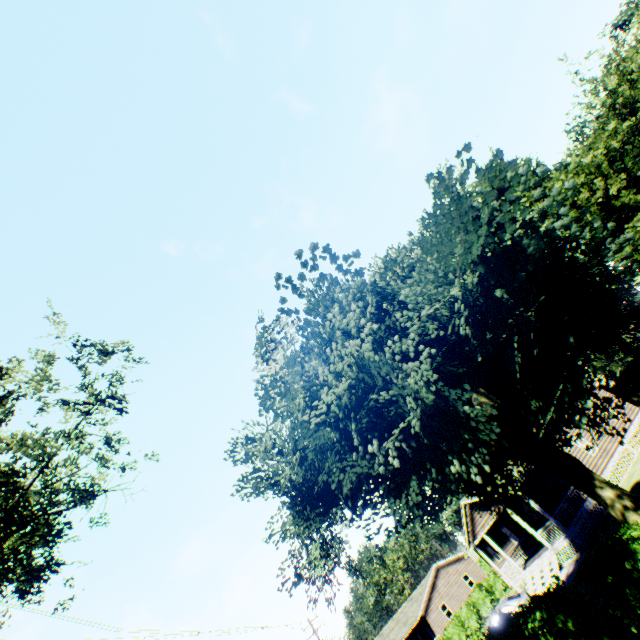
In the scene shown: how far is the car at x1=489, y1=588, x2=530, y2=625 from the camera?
18.6 meters

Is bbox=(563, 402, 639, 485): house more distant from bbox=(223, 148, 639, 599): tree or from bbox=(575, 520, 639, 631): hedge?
bbox=(575, 520, 639, 631): hedge

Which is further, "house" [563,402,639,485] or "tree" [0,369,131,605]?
"house" [563,402,639,485]

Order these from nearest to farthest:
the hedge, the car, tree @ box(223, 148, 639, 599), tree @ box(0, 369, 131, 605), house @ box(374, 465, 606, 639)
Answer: tree @ box(223, 148, 639, 599), the hedge, tree @ box(0, 369, 131, 605), the car, house @ box(374, 465, 606, 639)

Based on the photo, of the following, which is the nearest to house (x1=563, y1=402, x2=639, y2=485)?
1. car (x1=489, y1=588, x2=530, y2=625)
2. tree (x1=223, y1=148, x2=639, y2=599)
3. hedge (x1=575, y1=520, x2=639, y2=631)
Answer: car (x1=489, y1=588, x2=530, y2=625)

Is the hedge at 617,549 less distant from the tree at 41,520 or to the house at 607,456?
the tree at 41,520

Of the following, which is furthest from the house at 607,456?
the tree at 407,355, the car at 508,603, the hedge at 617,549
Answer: the hedge at 617,549

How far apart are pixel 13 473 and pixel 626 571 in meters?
17.0
